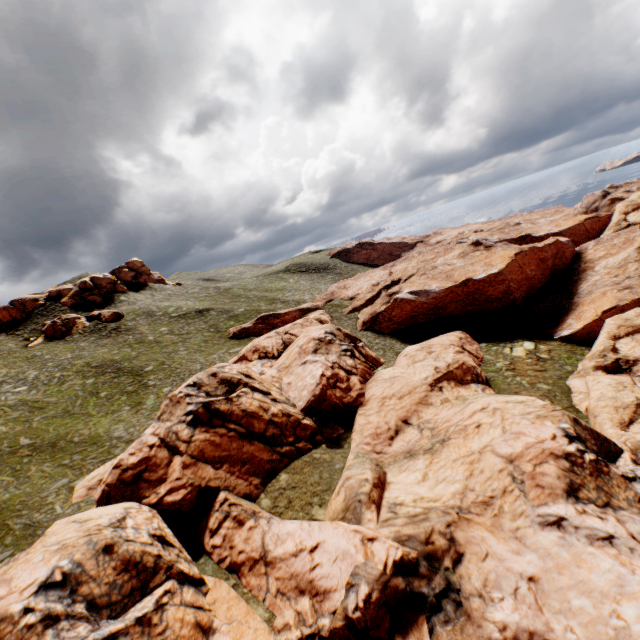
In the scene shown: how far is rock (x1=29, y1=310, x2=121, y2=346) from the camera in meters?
56.2 m

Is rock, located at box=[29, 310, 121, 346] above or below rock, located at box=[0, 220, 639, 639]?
above

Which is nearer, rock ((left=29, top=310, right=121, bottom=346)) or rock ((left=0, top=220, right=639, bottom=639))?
rock ((left=0, top=220, right=639, bottom=639))

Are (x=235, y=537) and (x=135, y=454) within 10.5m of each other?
yes

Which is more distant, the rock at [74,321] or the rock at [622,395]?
the rock at [74,321]

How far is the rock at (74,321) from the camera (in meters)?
56.19
